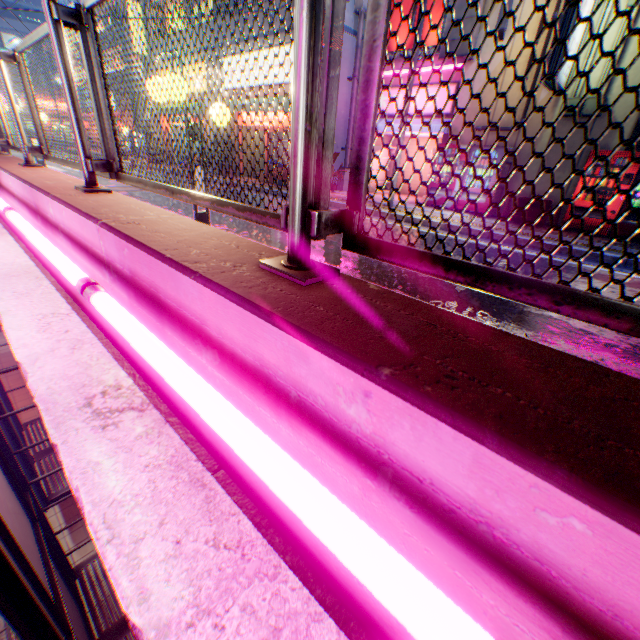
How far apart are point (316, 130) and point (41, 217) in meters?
3.2 m

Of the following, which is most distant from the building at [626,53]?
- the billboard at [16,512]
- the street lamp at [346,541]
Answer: the billboard at [16,512]

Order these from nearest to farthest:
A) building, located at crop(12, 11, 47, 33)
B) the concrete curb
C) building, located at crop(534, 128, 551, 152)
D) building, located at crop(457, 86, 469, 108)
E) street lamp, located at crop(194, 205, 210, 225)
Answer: the concrete curb
street lamp, located at crop(194, 205, 210, 225)
building, located at crop(534, 128, 551, 152)
building, located at crop(457, 86, 469, 108)
building, located at crop(12, 11, 47, 33)

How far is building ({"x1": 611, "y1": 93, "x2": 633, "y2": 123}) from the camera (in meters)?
8.42

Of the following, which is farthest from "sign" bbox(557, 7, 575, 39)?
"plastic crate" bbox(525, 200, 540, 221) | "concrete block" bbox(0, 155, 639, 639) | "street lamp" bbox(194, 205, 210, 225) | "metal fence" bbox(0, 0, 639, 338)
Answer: "concrete block" bbox(0, 155, 639, 639)

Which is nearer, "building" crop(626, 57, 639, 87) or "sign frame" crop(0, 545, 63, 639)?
"sign frame" crop(0, 545, 63, 639)

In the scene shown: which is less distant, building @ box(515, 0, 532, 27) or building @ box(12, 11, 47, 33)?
building @ box(515, 0, 532, 27)

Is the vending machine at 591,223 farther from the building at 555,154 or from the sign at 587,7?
the sign at 587,7
